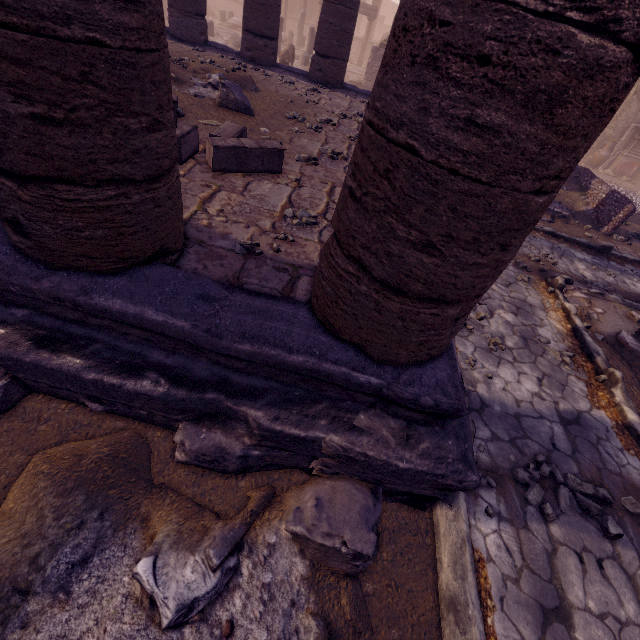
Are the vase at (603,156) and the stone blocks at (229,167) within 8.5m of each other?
no

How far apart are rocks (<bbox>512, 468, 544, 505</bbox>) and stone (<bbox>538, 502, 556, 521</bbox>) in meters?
0.0 m

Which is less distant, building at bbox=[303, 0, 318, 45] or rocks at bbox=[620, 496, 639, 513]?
rocks at bbox=[620, 496, 639, 513]

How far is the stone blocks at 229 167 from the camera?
3.6 meters

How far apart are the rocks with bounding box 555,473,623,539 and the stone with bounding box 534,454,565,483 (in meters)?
0.02

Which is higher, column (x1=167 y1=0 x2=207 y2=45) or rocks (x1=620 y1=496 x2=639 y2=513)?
column (x1=167 y1=0 x2=207 y2=45)

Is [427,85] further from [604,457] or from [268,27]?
[268,27]

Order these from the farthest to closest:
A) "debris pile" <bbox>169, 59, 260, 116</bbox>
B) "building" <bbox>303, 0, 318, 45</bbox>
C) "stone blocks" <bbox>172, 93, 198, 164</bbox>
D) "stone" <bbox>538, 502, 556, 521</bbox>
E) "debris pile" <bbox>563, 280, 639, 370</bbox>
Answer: "building" <bbox>303, 0, 318, 45</bbox> → "debris pile" <bbox>169, 59, 260, 116</bbox> → "debris pile" <bbox>563, 280, 639, 370</bbox> → "stone blocks" <bbox>172, 93, 198, 164</bbox> → "stone" <bbox>538, 502, 556, 521</bbox>
